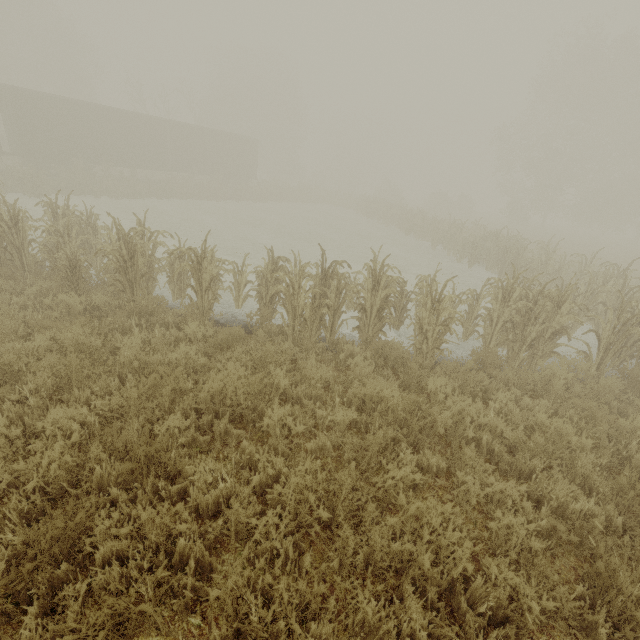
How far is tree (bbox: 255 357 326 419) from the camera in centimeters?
449cm

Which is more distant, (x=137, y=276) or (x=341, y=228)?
(x=341, y=228)

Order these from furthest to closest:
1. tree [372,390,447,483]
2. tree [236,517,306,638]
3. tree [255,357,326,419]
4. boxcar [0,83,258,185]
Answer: boxcar [0,83,258,185]
tree [255,357,326,419]
tree [372,390,447,483]
tree [236,517,306,638]

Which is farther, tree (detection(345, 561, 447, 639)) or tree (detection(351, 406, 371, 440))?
tree (detection(351, 406, 371, 440))

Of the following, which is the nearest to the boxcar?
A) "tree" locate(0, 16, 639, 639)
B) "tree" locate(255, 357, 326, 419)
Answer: "tree" locate(255, 357, 326, 419)

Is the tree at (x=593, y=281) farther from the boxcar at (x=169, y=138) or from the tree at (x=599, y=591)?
the boxcar at (x=169, y=138)
